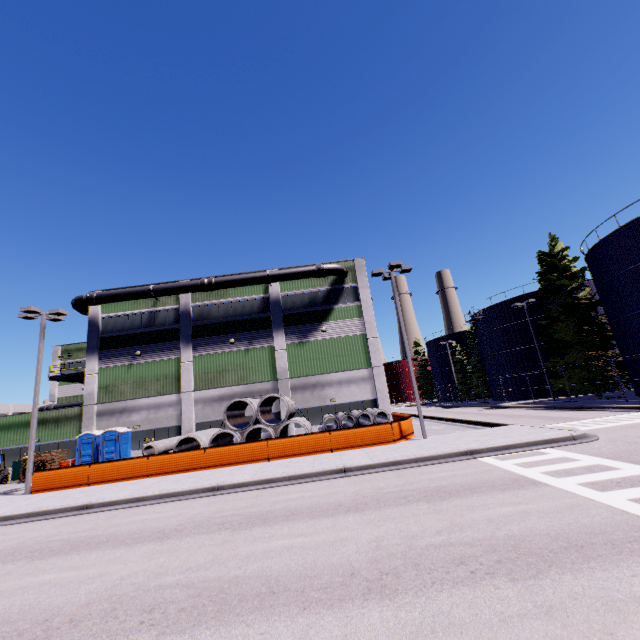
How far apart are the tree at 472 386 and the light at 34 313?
53.63m

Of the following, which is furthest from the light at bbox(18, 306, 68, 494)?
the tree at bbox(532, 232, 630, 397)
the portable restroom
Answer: the tree at bbox(532, 232, 630, 397)

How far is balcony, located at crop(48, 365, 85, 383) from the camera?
27.1m

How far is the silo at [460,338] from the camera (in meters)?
57.65

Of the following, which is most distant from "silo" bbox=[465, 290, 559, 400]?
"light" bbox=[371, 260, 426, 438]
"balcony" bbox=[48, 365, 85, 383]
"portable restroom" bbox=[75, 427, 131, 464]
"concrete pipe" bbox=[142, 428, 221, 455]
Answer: "balcony" bbox=[48, 365, 85, 383]

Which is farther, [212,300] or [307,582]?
[212,300]

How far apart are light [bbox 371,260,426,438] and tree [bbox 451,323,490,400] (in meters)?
40.33

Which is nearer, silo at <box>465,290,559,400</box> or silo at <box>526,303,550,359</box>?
silo at <box>526,303,550,359</box>
